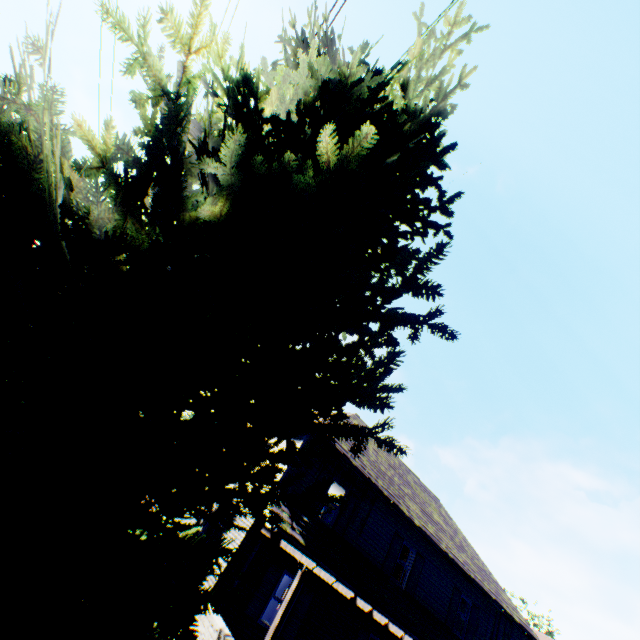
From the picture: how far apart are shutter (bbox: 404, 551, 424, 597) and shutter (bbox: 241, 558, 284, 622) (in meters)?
6.36

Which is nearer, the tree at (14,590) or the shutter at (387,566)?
the tree at (14,590)

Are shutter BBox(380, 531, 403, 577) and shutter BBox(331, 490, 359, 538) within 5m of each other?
yes

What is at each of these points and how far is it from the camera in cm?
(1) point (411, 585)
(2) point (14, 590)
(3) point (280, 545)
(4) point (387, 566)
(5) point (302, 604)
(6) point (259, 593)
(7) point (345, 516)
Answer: (1) shutter, 1423
(2) tree, 92
(3) veranda, 970
(4) shutter, 1372
(5) shutter, 1135
(6) shutter, 1062
(7) shutter, 1306

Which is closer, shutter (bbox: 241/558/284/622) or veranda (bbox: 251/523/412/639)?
veranda (bbox: 251/523/412/639)

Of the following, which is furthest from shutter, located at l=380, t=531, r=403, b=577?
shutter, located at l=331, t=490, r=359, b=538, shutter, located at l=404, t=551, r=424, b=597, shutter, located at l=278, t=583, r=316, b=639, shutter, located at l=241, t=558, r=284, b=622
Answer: shutter, located at l=241, t=558, r=284, b=622

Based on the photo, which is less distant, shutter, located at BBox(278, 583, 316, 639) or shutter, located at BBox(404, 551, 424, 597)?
shutter, located at BBox(278, 583, 316, 639)

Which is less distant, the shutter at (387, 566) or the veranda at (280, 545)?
the veranda at (280, 545)
